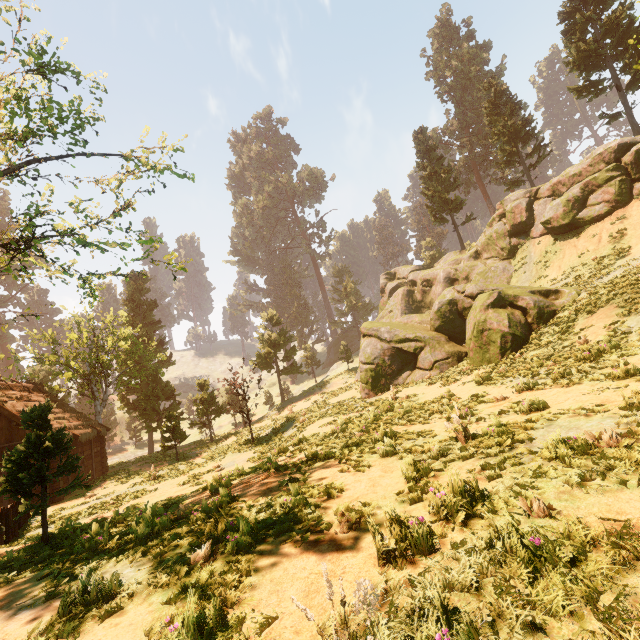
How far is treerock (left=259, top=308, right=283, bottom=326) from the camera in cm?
3894

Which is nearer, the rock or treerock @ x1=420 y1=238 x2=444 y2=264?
the rock

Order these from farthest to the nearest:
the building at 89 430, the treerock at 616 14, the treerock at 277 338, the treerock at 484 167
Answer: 1. the treerock at 277 338
2. the treerock at 484 167
3. the treerock at 616 14
4. the building at 89 430

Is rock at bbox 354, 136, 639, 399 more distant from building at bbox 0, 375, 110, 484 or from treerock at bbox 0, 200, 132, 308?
building at bbox 0, 375, 110, 484

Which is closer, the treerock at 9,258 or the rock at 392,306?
the treerock at 9,258

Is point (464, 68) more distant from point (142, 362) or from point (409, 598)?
point (409, 598)

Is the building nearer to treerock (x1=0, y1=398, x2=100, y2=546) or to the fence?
treerock (x1=0, y1=398, x2=100, y2=546)

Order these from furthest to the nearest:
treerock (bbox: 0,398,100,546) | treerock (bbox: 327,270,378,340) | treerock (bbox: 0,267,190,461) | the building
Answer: treerock (bbox: 327,270,378,340), treerock (bbox: 0,267,190,461), the building, treerock (bbox: 0,398,100,546)
